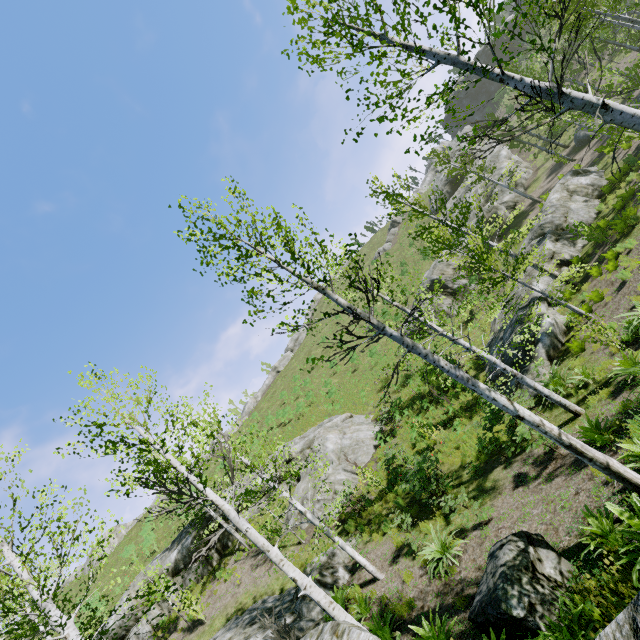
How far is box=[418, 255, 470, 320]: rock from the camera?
27.97m

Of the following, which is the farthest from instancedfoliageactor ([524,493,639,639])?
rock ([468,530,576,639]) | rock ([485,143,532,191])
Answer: rock ([485,143,532,191])

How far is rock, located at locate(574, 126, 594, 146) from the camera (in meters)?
27.31

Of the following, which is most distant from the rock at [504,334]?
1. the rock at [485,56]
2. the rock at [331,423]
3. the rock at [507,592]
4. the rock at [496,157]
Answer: the rock at [485,56]

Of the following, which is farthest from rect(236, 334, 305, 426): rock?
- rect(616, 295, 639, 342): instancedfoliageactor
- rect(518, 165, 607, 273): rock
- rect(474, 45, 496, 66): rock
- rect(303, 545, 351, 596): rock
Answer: rect(616, 295, 639, 342): instancedfoliageactor

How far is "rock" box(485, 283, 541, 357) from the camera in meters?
16.1

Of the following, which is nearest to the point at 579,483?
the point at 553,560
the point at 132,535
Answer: the point at 553,560

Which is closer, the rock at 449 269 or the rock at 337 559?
the rock at 337 559
